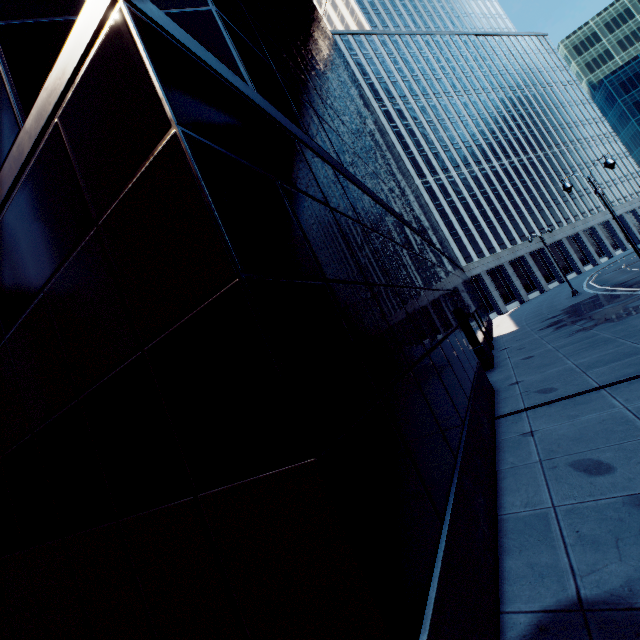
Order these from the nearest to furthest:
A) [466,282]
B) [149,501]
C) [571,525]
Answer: [149,501], [571,525], [466,282]
